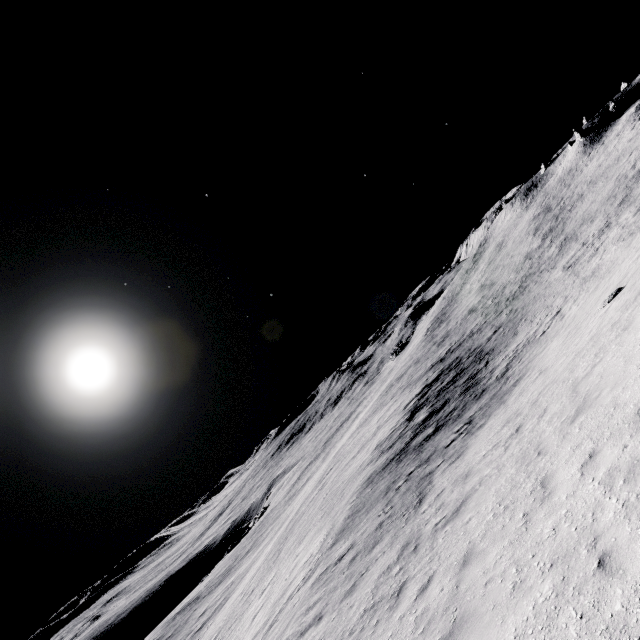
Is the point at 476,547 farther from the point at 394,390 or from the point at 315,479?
the point at 315,479
